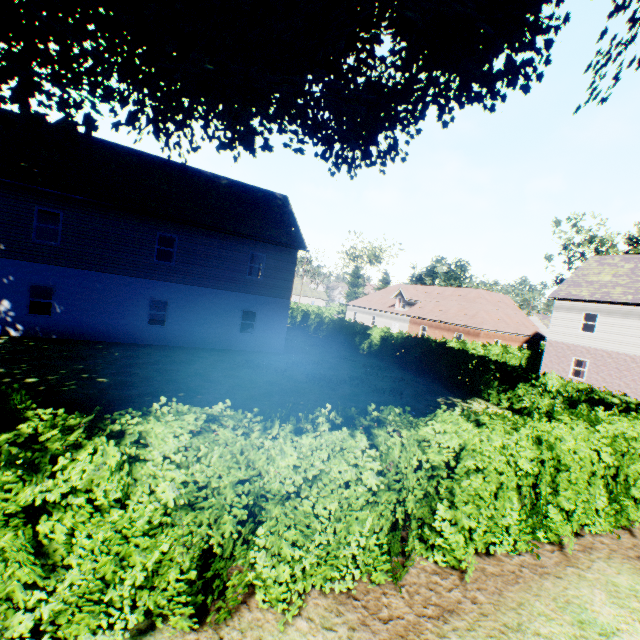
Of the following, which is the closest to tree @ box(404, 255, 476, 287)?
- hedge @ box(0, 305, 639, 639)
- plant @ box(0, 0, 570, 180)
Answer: hedge @ box(0, 305, 639, 639)

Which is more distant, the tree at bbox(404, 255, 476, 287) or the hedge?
the tree at bbox(404, 255, 476, 287)

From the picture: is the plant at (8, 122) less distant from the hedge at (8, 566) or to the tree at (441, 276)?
the tree at (441, 276)

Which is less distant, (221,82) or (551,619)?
(551,619)

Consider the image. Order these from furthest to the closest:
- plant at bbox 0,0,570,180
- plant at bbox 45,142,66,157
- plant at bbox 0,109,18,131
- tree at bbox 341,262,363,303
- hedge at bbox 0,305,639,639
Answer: tree at bbox 341,262,363,303, plant at bbox 45,142,66,157, plant at bbox 0,109,18,131, plant at bbox 0,0,570,180, hedge at bbox 0,305,639,639
